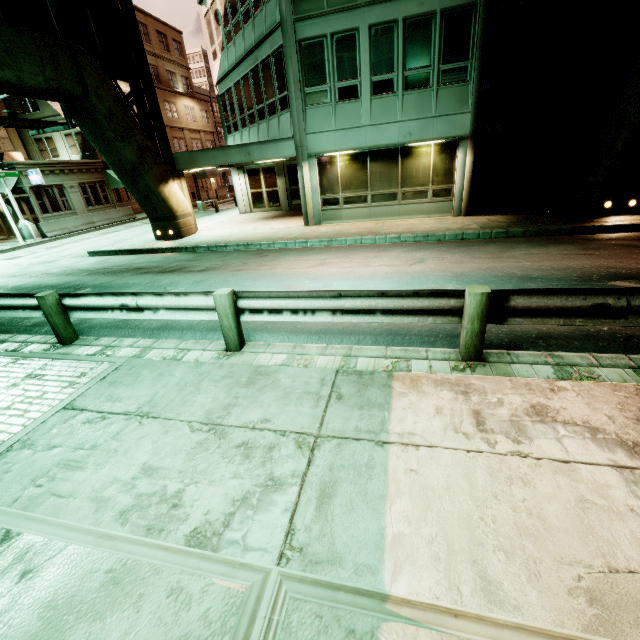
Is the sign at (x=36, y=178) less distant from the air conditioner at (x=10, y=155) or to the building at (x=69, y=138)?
the building at (x=69, y=138)

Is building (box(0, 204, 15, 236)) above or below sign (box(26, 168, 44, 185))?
below

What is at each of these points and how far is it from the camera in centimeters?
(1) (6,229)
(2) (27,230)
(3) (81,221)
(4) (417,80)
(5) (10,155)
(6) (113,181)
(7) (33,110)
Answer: (1) building, 2420cm
(2) street light, 2030cm
(3) barrier, 2336cm
(4) building, 1210cm
(5) air conditioner, 2517cm
(6) awning, 2811cm
(7) building, 2689cm

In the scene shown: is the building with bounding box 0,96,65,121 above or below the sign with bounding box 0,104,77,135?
above

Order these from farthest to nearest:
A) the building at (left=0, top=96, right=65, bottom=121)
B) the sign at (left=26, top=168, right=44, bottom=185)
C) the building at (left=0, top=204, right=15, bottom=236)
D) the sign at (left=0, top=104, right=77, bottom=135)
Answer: the building at (left=0, top=96, right=65, bottom=121) < the building at (left=0, top=204, right=15, bottom=236) < the sign at (left=26, top=168, right=44, bottom=185) < the sign at (left=0, top=104, right=77, bottom=135)

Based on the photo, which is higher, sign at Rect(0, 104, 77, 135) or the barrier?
sign at Rect(0, 104, 77, 135)

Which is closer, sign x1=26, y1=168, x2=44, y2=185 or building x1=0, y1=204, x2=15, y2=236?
sign x1=26, y1=168, x2=44, y2=185

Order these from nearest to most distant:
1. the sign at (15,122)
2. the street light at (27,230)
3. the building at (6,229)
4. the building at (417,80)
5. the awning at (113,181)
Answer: the sign at (15,122), the building at (417,80), the street light at (27,230), the building at (6,229), the awning at (113,181)
